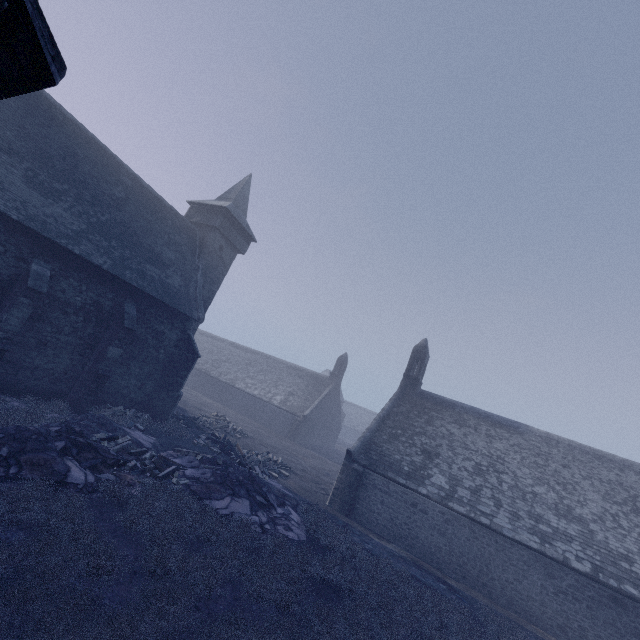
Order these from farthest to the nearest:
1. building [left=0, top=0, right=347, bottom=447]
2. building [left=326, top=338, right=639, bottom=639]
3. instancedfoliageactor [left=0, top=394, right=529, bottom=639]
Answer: building [left=326, top=338, right=639, bottom=639] < building [left=0, top=0, right=347, bottom=447] < instancedfoliageactor [left=0, top=394, right=529, bottom=639]

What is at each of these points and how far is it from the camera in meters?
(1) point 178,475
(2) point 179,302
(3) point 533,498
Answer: (1) instancedfoliageactor, 13.5 m
(2) building, 19.9 m
(3) building, 16.8 m

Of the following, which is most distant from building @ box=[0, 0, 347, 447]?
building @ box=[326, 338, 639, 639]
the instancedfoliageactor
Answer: building @ box=[326, 338, 639, 639]

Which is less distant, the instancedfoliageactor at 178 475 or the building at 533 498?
the instancedfoliageactor at 178 475

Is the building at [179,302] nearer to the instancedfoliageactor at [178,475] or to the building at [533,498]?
the instancedfoliageactor at [178,475]

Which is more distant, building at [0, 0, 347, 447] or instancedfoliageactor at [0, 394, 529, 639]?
building at [0, 0, 347, 447]

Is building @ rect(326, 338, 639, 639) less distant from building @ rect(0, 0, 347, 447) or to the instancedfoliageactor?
the instancedfoliageactor

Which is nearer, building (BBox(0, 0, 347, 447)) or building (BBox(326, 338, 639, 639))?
building (BBox(0, 0, 347, 447))
